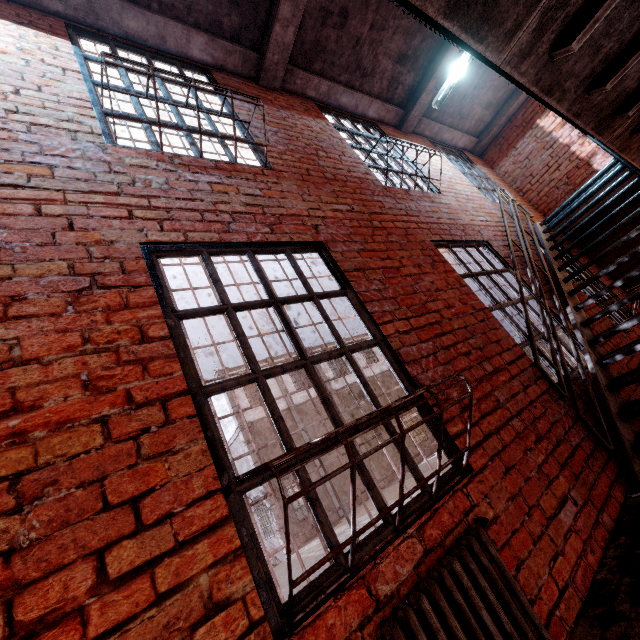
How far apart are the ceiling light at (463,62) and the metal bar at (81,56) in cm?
375

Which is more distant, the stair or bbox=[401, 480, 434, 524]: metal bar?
the stair

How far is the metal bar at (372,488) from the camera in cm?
161

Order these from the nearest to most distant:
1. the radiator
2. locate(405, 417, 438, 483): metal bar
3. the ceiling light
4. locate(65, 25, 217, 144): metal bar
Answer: the radiator → locate(405, 417, 438, 483): metal bar → locate(65, 25, 217, 144): metal bar → the ceiling light

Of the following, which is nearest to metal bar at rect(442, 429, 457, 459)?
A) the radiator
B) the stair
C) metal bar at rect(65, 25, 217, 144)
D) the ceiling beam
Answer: the radiator

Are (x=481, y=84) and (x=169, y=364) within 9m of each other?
yes

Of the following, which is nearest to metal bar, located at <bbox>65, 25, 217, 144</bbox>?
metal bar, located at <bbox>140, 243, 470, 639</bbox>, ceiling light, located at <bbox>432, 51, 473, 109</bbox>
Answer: metal bar, located at <bbox>140, 243, 470, 639</bbox>

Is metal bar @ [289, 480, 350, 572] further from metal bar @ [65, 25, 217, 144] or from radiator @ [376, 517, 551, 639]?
metal bar @ [65, 25, 217, 144]
